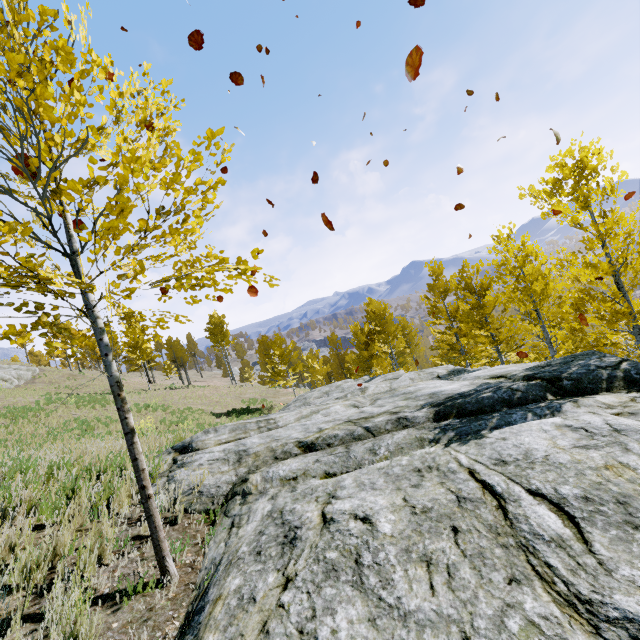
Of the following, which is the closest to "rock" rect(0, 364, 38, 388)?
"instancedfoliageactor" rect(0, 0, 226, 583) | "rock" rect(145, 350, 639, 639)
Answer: "instancedfoliageactor" rect(0, 0, 226, 583)

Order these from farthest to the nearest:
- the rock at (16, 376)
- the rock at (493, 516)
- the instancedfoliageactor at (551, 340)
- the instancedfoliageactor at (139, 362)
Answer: the rock at (16, 376) → the instancedfoliageactor at (551, 340) → the instancedfoliageactor at (139, 362) → the rock at (493, 516)

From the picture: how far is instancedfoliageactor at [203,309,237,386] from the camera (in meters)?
37.56

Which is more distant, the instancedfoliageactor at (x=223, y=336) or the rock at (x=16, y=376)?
the instancedfoliageactor at (x=223, y=336)

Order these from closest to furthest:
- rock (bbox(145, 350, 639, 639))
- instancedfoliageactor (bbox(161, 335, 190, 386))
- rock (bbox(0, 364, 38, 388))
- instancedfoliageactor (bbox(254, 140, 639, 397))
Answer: rock (bbox(145, 350, 639, 639)) < instancedfoliageactor (bbox(254, 140, 639, 397)) < rock (bbox(0, 364, 38, 388)) < instancedfoliageactor (bbox(161, 335, 190, 386))

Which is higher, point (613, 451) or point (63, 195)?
point (63, 195)
